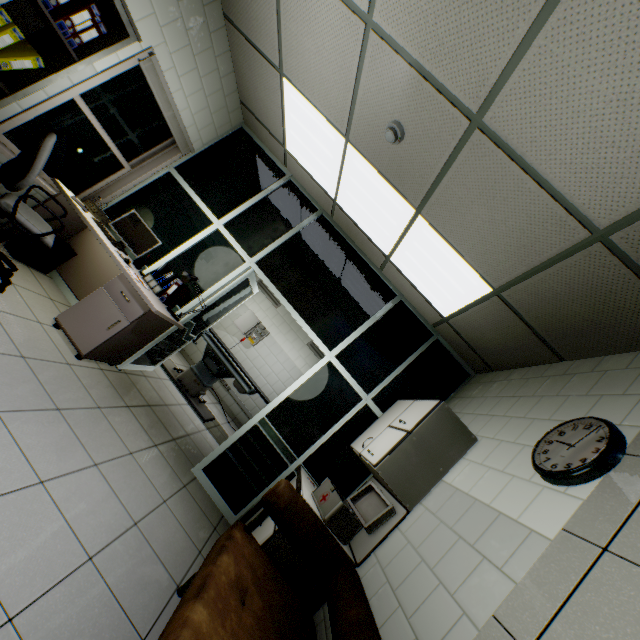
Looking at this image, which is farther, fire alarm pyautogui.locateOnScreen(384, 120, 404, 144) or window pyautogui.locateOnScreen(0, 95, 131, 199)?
window pyautogui.locateOnScreen(0, 95, 131, 199)

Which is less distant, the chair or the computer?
the chair

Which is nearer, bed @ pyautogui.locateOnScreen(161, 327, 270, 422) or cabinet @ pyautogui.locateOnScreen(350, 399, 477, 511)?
cabinet @ pyautogui.locateOnScreen(350, 399, 477, 511)

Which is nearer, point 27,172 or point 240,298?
point 27,172

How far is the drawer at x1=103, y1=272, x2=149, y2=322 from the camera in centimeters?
320cm

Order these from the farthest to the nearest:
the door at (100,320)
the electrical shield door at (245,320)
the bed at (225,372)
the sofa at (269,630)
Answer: the electrical shield door at (245,320), the bed at (225,372), the door at (100,320), the sofa at (269,630)

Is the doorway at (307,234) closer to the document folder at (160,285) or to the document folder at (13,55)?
the document folder at (160,285)

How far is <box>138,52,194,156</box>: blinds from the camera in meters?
3.3
